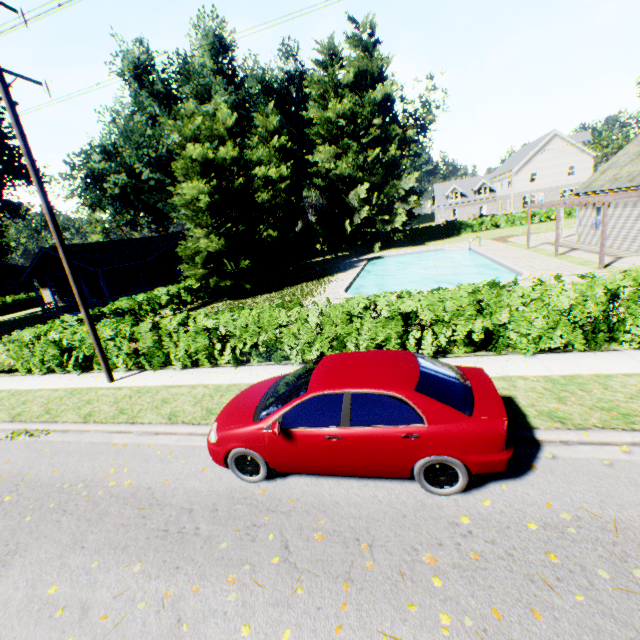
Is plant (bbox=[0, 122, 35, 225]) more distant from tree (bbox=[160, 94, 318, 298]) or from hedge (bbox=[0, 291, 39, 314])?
hedge (bbox=[0, 291, 39, 314])

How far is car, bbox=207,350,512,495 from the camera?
4.3m

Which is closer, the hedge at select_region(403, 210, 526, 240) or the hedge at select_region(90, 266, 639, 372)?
the hedge at select_region(90, 266, 639, 372)

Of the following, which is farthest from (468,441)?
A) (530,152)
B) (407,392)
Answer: (530,152)

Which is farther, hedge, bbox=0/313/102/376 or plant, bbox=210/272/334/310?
plant, bbox=210/272/334/310

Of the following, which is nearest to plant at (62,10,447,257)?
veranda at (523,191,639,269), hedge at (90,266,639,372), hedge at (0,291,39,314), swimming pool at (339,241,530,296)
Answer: hedge at (90,266,639,372)

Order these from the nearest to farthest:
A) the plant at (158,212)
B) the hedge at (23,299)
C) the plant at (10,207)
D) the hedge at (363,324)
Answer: the hedge at (363,324), the plant at (10,207), the plant at (158,212), the hedge at (23,299)

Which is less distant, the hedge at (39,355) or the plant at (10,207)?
the hedge at (39,355)
